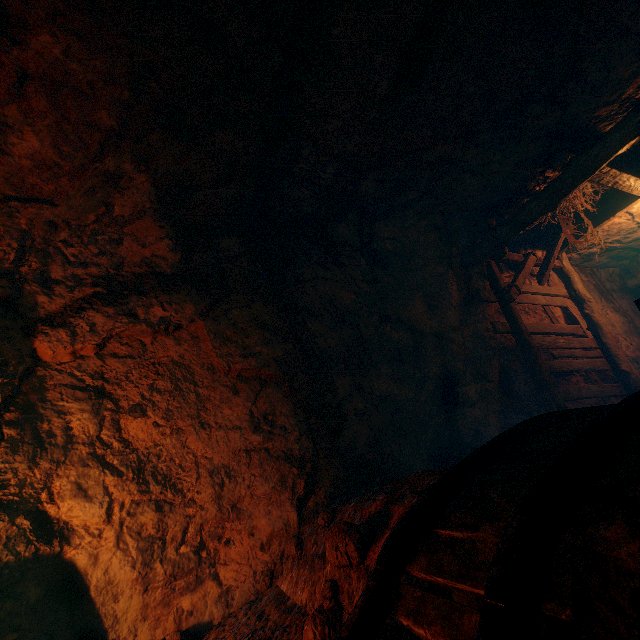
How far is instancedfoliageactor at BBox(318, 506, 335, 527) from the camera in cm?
275

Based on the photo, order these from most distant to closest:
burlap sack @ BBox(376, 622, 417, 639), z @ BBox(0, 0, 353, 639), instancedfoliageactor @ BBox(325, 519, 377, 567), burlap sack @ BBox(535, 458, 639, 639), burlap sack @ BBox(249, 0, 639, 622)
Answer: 1. burlap sack @ BBox(249, 0, 639, 622)
2. z @ BBox(0, 0, 353, 639)
3. instancedfoliageactor @ BBox(325, 519, 377, 567)
4. burlap sack @ BBox(376, 622, 417, 639)
5. burlap sack @ BBox(535, 458, 639, 639)

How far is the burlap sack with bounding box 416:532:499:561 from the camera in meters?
A: 1.3

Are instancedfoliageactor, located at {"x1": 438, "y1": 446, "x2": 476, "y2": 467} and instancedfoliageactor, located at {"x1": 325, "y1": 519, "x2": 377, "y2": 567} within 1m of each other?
no

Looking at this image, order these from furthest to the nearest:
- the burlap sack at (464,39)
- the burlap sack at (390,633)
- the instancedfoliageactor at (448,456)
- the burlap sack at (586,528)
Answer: the instancedfoliageactor at (448,456), the burlap sack at (464,39), the burlap sack at (390,633), the burlap sack at (586,528)

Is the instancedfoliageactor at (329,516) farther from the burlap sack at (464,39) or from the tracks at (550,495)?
the tracks at (550,495)

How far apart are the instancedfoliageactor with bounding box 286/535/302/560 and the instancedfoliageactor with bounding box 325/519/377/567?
0.8m

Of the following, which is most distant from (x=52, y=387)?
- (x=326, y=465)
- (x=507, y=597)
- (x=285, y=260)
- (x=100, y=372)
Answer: (x=507, y=597)
